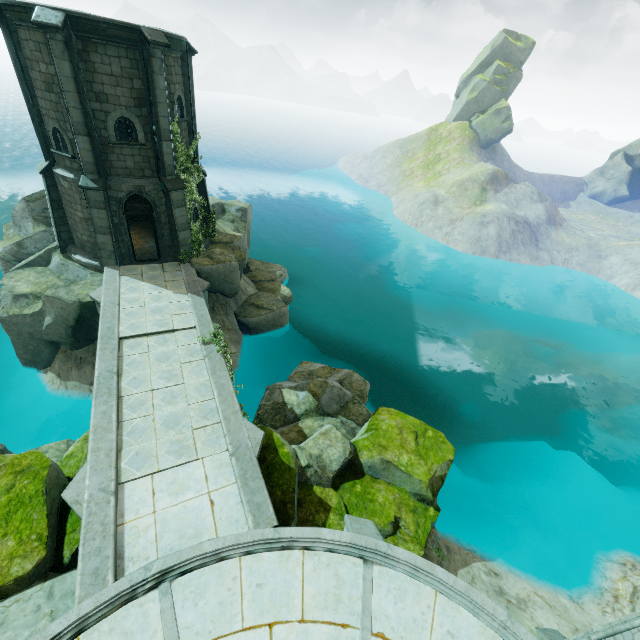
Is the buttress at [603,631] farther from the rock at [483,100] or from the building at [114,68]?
the rock at [483,100]

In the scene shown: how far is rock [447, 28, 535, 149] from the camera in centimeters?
5412cm

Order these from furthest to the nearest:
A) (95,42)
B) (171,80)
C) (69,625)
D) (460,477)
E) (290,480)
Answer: (460,477), (171,80), (95,42), (290,480), (69,625)

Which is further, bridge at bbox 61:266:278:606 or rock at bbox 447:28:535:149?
rock at bbox 447:28:535:149

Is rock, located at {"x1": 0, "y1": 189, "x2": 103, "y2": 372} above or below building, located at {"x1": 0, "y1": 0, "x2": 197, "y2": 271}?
below

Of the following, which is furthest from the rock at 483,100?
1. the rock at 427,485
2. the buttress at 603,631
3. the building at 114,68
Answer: the buttress at 603,631

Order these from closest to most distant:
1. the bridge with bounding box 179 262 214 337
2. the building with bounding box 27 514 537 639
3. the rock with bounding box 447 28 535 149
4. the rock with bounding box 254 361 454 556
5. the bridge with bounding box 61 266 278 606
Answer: the building with bounding box 27 514 537 639
the bridge with bounding box 61 266 278 606
the rock with bounding box 254 361 454 556
the bridge with bounding box 179 262 214 337
the rock with bounding box 447 28 535 149

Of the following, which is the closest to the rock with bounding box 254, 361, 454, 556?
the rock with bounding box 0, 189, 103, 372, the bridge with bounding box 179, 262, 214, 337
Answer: the bridge with bounding box 179, 262, 214, 337
